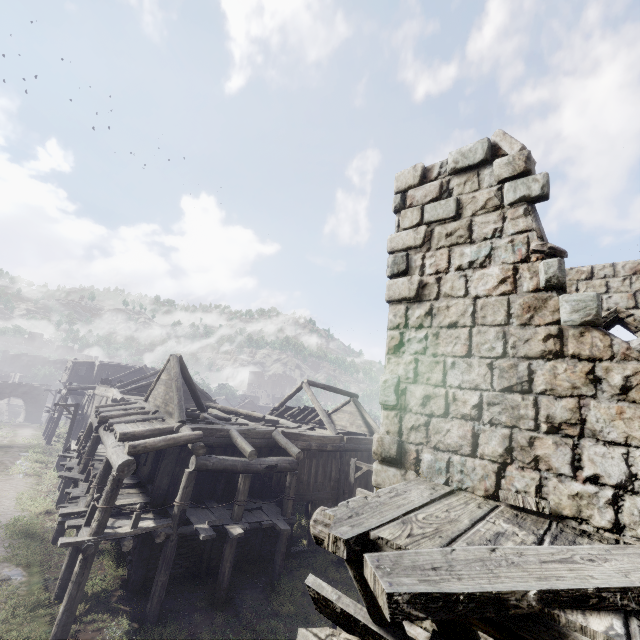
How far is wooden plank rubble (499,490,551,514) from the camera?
Answer: 3.4m

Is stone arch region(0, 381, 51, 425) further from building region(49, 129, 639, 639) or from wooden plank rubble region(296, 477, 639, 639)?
wooden plank rubble region(296, 477, 639, 639)

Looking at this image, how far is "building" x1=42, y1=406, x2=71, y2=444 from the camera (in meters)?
30.05

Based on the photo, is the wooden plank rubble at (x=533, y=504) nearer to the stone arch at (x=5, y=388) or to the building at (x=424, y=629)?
the building at (x=424, y=629)

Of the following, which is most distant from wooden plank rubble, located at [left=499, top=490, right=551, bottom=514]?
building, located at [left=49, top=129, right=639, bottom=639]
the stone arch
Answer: the stone arch

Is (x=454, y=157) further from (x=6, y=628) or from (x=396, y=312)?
(x=6, y=628)
